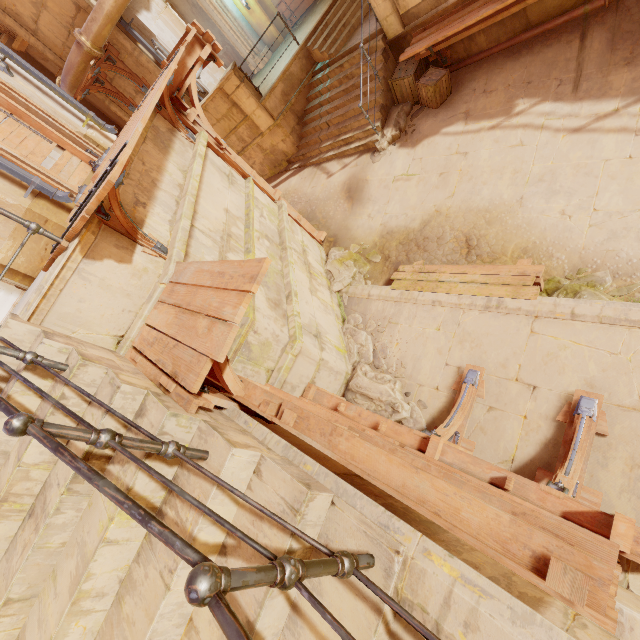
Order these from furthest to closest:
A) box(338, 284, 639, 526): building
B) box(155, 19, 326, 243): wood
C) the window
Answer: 1. the window
2. box(155, 19, 326, 243): wood
3. box(338, 284, 639, 526): building

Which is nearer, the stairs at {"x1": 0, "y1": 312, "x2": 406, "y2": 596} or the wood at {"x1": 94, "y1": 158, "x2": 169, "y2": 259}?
the stairs at {"x1": 0, "y1": 312, "x2": 406, "y2": 596}

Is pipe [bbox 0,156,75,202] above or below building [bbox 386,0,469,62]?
above

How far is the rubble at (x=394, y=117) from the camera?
8.7 meters

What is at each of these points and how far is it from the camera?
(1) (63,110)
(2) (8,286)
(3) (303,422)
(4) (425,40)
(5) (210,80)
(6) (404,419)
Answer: (1) column, 6.50m
(2) door, 5.66m
(3) wood, 2.36m
(4) trim, 7.75m
(5) column, 10.62m
(6) rubble, 5.44m

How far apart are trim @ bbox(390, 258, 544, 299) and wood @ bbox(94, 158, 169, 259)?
4.5m

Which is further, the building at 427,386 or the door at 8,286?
Answer: the door at 8,286

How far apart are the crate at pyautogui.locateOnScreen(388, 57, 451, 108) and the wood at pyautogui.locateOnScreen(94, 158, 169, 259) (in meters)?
7.67
